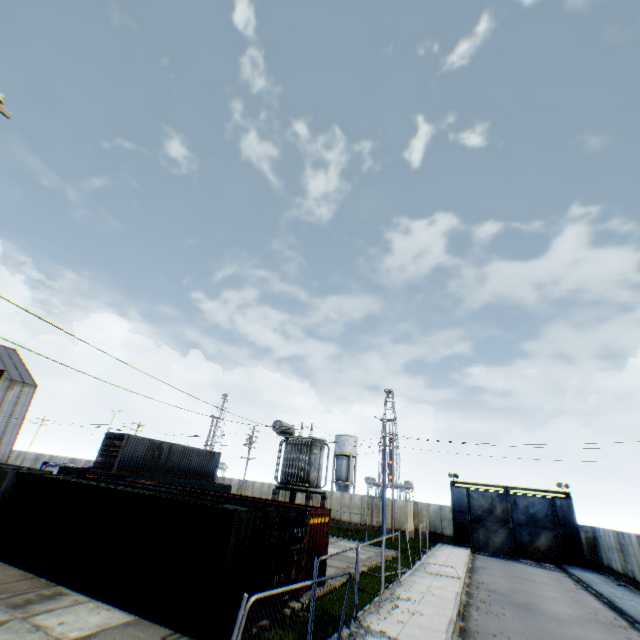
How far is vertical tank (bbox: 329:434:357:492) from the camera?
54.59m

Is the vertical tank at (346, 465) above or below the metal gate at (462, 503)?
above

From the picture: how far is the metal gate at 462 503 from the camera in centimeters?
3050cm

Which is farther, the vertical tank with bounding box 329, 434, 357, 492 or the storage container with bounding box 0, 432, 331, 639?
the vertical tank with bounding box 329, 434, 357, 492

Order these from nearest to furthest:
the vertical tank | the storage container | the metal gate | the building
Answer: the storage container < the metal gate < the building < the vertical tank

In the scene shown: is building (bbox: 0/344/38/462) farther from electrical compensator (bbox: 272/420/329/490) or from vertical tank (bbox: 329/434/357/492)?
vertical tank (bbox: 329/434/357/492)

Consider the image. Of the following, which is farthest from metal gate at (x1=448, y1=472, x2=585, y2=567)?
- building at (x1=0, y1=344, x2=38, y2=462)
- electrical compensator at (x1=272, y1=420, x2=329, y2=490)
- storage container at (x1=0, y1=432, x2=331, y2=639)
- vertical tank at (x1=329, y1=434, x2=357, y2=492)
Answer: building at (x1=0, y1=344, x2=38, y2=462)

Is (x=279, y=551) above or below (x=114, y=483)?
below
